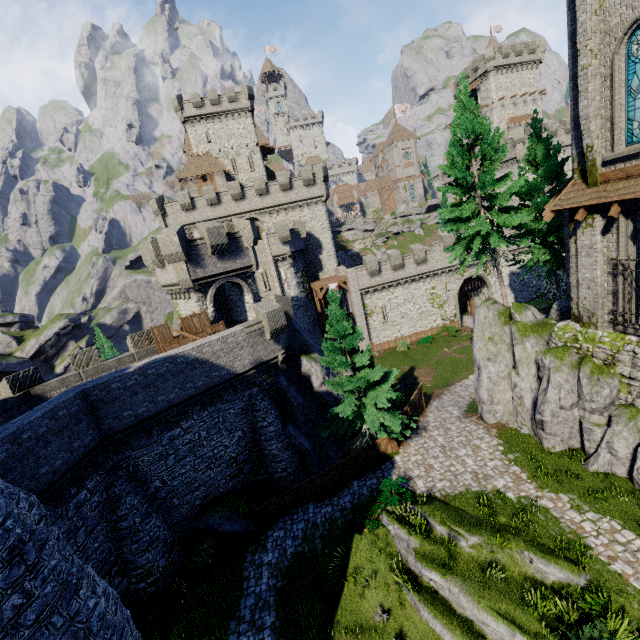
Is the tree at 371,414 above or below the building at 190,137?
below

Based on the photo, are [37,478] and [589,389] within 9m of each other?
no

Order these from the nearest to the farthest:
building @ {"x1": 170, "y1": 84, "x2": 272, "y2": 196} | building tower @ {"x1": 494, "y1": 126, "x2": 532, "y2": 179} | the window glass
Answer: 1. the window glass
2. building tower @ {"x1": 494, "y1": 126, "x2": 532, "y2": 179}
3. building @ {"x1": 170, "y1": 84, "x2": 272, "y2": 196}

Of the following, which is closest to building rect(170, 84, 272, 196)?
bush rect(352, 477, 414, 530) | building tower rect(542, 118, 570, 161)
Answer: building tower rect(542, 118, 570, 161)

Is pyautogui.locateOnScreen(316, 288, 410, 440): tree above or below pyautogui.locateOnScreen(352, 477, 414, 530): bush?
above

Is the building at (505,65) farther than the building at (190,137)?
Yes

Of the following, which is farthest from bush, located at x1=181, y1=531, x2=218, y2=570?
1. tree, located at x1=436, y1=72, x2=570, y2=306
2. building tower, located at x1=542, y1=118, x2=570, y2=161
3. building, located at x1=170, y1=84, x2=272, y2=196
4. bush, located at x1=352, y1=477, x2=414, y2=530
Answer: building tower, located at x1=542, y1=118, x2=570, y2=161

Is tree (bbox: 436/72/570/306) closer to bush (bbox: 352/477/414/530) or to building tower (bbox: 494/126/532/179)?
bush (bbox: 352/477/414/530)
